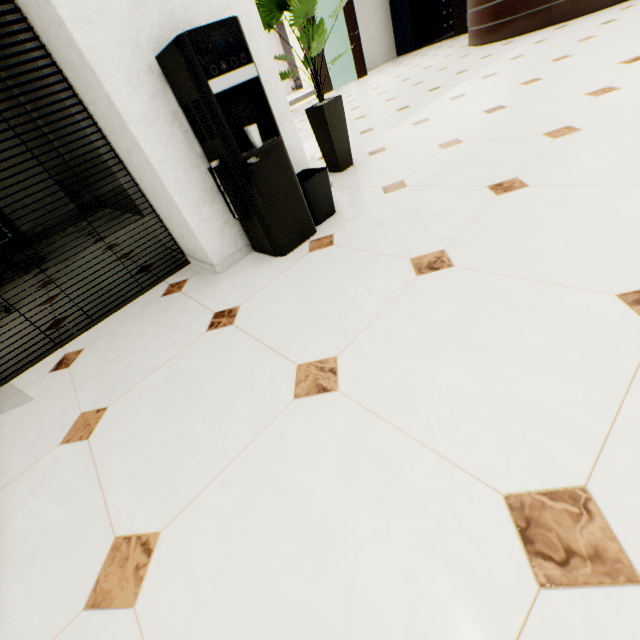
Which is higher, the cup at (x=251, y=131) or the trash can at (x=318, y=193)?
the cup at (x=251, y=131)

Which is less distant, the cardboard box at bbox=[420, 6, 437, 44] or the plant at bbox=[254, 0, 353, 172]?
the plant at bbox=[254, 0, 353, 172]

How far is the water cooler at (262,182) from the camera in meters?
1.4

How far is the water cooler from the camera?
1.43m

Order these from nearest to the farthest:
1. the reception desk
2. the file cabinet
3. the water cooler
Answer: the water cooler, the reception desk, the file cabinet

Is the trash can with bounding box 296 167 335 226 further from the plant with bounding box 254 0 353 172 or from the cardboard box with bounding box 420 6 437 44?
the cardboard box with bounding box 420 6 437 44

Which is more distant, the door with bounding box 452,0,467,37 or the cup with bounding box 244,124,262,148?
the door with bounding box 452,0,467,37

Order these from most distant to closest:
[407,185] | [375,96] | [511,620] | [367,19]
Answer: [367,19] < [375,96] < [407,185] < [511,620]
